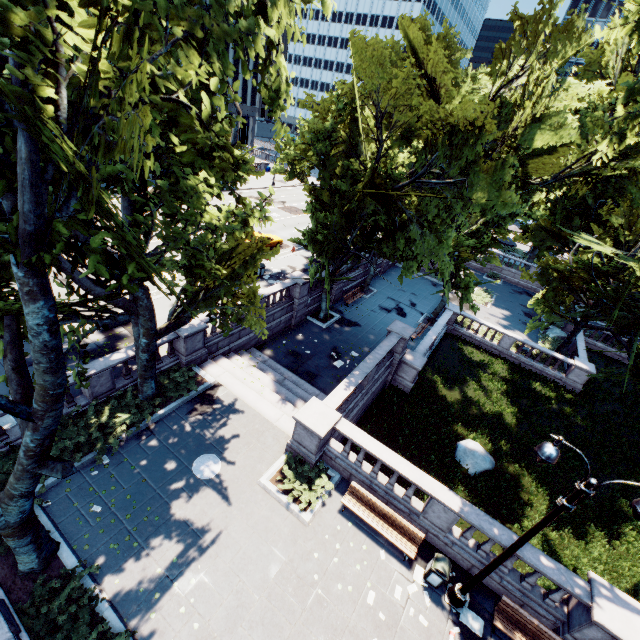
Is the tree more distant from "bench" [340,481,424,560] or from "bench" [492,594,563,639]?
"bench" [340,481,424,560]

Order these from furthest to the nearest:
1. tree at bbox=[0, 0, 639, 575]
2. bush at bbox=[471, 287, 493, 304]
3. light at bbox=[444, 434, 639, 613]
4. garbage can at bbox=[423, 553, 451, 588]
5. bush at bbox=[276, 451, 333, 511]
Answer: bush at bbox=[471, 287, 493, 304] → bush at bbox=[276, 451, 333, 511] → garbage can at bbox=[423, 553, 451, 588] → light at bbox=[444, 434, 639, 613] → tree at bbox=[0, 0, 639, 575]

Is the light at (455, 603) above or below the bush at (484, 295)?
above

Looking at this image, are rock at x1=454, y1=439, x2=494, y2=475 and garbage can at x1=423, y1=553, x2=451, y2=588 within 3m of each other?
no

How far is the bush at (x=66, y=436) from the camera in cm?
1160

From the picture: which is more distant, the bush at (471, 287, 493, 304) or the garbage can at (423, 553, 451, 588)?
the bush at (471, 287, 493, 304)

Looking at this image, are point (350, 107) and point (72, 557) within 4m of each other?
no

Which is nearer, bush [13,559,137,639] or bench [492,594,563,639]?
bush [13,559,137,639]
